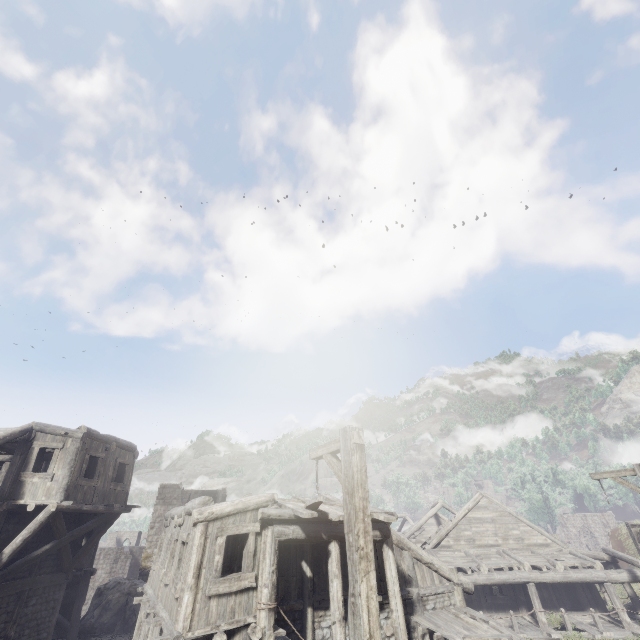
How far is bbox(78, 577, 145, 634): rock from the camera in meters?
17.9

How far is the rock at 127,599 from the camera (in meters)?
17.92

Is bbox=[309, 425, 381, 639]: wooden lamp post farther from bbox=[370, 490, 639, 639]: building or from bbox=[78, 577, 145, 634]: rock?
bbox=[78, 577, 145, 634]: rock

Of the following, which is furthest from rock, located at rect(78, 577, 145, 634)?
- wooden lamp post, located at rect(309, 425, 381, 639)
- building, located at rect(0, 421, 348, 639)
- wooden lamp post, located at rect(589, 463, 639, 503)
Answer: wooden lamp post, located at rect(589, 463, 639, 503)

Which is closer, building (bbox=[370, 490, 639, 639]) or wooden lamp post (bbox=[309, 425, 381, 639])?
wooden lamp post (bbox=[309, 425, 381, 639])

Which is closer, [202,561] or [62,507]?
[202,561]

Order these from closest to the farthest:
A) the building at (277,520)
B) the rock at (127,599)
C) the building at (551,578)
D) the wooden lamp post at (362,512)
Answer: the wooden lamp post at (362,512) < the building at (277,520) < the building at (551,578) < the rock at (127,599)

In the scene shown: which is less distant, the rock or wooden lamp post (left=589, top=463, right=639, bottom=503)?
wooden lamp post (left=589, top=463, right=639, bottom=503)
